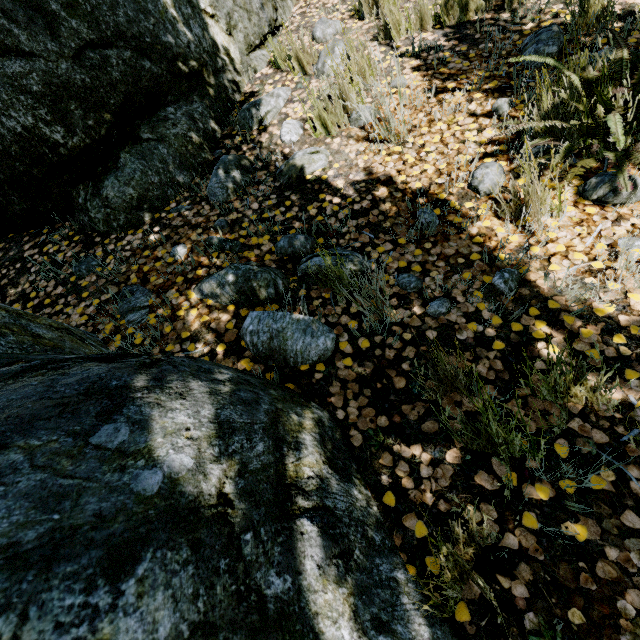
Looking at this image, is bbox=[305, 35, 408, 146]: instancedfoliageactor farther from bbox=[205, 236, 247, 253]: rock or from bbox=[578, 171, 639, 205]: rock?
bbox=[578, 171, 639, 205]: rock

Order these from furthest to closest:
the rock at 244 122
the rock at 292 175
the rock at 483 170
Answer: the rock at 244 122, the rock at 292 175, the rock at 483 170

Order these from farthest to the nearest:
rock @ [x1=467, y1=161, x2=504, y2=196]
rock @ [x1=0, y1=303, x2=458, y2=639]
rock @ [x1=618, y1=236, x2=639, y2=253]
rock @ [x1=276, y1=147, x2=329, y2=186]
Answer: rock @ [x1=276, y1=147, x2=329, y2=186]
rock @ [x1=467, y1=161, x2=504, y2=196]
rock @ [x1=618, y1=236, x2=639, y2=253]
rock @ [x1=0, y1=303, x2=458, y2=639]

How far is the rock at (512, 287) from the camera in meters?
1.7

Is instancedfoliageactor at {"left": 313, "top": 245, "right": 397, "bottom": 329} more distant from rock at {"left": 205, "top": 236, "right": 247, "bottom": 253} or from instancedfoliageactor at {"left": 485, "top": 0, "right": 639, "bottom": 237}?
instancedfoliageactor at {"left": 485, "top": 0, "right": 639, "bottom": 237}

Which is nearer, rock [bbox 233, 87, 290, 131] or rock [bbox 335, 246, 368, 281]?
rock [bbox 335, 246, 368, 281]

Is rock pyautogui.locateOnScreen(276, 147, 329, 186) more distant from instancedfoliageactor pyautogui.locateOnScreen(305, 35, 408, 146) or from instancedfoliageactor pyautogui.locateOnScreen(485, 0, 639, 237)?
instancedfoliageactor pyautogui.locateOnScreen(485, 0, 639, 237)

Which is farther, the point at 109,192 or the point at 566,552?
the point at 109,192
